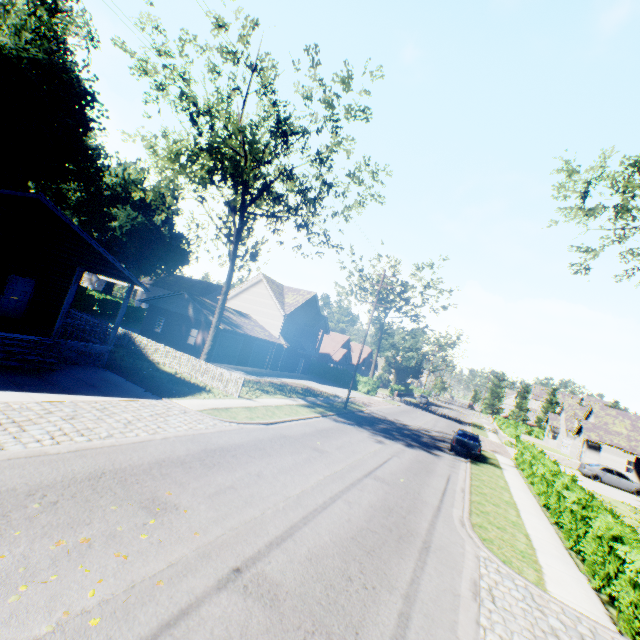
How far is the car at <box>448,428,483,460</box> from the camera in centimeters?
2102cm

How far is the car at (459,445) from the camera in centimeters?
2102cm

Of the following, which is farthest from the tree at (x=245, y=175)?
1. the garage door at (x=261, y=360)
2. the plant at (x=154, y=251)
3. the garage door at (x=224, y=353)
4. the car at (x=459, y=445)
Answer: the car at (x=459, y=445)

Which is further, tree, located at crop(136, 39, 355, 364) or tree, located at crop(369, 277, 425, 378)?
tree, located at crop(369, 277, 425, 378)

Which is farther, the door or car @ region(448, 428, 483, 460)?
car @ region(448, 428, 483, 460)

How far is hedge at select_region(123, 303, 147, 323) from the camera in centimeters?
4549cm

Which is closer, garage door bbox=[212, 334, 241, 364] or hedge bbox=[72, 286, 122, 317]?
garage door bbox=[212, 334, 241, 364]

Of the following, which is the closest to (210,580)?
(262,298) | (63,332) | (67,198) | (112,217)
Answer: (63,332)
